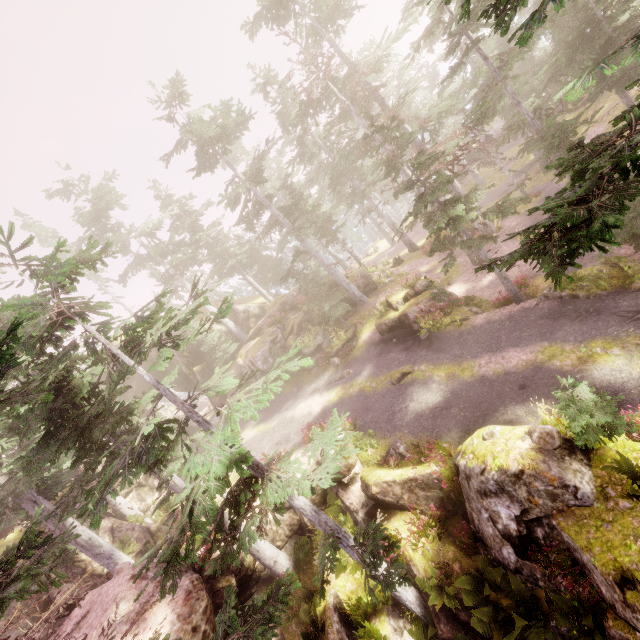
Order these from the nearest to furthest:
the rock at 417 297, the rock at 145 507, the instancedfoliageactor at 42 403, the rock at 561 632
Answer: the instancedfoliageactor at 42 403
the rock at 561 632
the rock at 417 297
the rock at 145 507

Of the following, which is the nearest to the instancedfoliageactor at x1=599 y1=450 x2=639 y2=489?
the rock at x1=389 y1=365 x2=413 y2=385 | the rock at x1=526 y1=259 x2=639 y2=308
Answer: the rock at x1=526 y1=259 x2=639 y2=308

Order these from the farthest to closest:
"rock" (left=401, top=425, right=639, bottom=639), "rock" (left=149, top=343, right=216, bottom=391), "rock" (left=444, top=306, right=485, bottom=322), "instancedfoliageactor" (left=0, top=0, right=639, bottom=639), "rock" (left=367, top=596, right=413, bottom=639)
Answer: "rock" (left=149, top=343, right=216, bottom=391)
"rock" (left=444, top=306, right=485, bottom=322)
"rock" (left=367, top=596, right=413, bottom=639)
"rock" (left=401, top=425, right=639, bottom=639)
"instancedfoliageactor" (left=0, top=0, right=639, bottom=639)

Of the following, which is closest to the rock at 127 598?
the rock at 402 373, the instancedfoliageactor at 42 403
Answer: the instancedfoliageactor at 42 403

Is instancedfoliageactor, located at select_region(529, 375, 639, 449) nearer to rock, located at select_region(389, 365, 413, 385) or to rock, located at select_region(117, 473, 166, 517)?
rock, located at select_region(117, 473, 166, 517)

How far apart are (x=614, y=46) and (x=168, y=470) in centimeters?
3369cm

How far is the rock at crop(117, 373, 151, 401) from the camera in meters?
37.4 m
